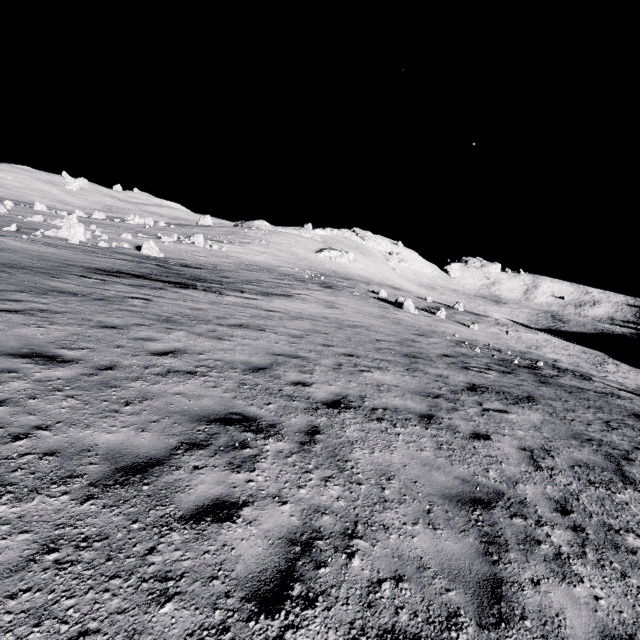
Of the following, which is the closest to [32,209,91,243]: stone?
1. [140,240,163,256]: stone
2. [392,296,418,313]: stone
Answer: [140,240,163,256]: stone

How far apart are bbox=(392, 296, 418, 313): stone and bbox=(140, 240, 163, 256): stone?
21.9m

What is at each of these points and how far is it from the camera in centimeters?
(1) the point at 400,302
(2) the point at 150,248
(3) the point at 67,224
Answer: (1) stone, 3253cm
(2) stone, 2744cm
(3) stone, 2572cm

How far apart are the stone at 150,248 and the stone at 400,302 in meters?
21.9

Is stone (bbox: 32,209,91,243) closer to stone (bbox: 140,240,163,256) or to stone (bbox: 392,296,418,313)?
stone (bbox: 140,240,163,256)

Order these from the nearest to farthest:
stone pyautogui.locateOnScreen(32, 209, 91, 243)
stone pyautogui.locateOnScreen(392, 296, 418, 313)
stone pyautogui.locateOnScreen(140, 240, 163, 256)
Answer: stone pyautogui.locateOnScreen(32, 209, 91, 243)
stone pyautogui.locateOnScreen(140, 240, 163, 256)
stone pyautogui.locateOnScreen(392, 296, 418, 313)

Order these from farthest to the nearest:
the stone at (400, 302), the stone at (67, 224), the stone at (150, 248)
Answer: the stone at (400, 302), the stone at (150, 248), the stone at (67, 224)

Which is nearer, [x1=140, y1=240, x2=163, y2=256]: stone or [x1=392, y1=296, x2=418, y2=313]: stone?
[x1=140, y1=240, x2=163, y2=256]: stone
